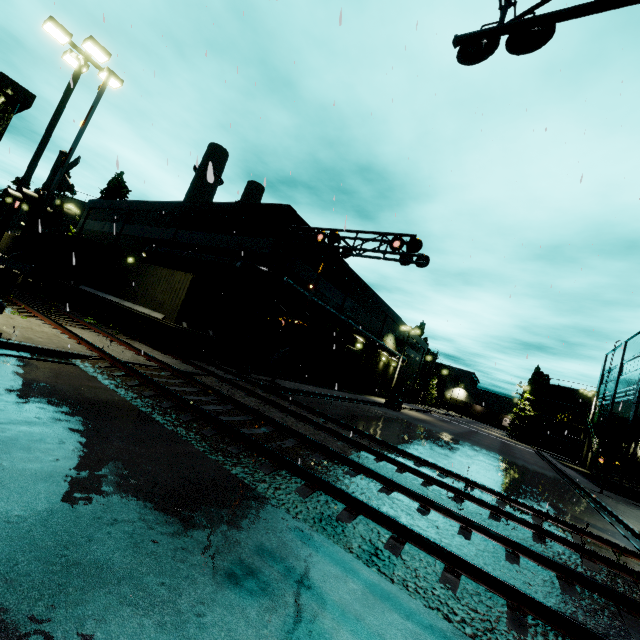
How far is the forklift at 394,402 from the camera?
32.4m

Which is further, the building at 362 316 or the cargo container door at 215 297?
the building at 362 316

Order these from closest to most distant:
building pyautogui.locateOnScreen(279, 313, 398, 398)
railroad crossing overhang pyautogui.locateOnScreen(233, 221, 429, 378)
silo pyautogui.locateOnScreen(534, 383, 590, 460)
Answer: railroad crossing overhang pyautogui.locateOnScreen(233, 221, 429, 378)
building pyautogui.locateOnScreen(279, 313, 398, 398)
silo pyautogui.locateOnScreen(534, 383, 590, 460)

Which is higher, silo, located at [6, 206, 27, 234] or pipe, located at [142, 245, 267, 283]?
silo, located at [6, 206, 27, 234]

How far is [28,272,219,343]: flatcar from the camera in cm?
Answer: 1591

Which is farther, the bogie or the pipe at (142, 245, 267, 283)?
the pipe at (142, 245, 267, 283)

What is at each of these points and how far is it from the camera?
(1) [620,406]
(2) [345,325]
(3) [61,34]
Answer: (1) building, 5.9 meters
(2) pipe, 28.1 meters
(3) light, 10.9 meters

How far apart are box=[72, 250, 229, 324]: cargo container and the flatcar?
0.0m
